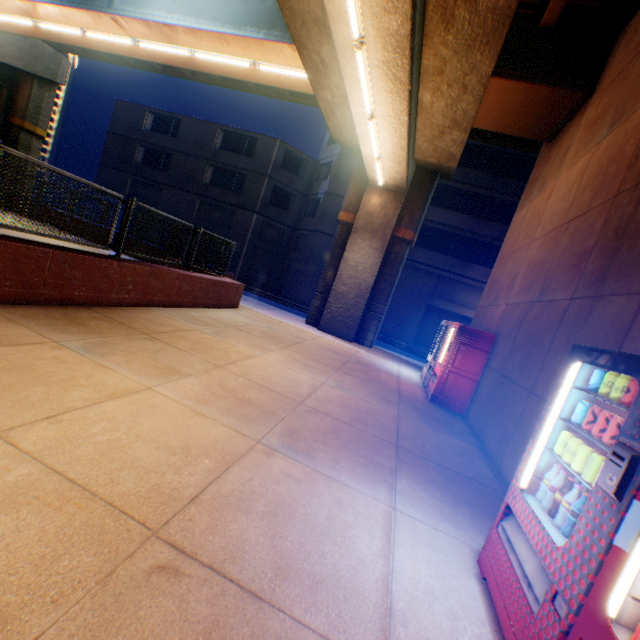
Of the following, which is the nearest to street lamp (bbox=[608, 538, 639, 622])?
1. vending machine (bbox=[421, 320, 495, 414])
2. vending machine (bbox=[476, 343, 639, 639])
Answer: vending machine (bbox=[476, 343, 639, 639])

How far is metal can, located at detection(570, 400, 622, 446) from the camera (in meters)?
2.04

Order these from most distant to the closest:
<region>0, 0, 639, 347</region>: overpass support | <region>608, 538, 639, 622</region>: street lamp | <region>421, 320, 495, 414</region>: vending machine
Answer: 1. <region>421, 320, 495, 414</region>: vending machine
2. <region>0, 0, 639, 347</region>: overpass support
3. <region>608, 538, 639, 622</region>: street lamp

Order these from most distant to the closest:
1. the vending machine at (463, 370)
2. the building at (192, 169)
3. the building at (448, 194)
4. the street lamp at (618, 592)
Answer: the building at (192, 169) < the building at (448, 194) < the vending machine at (463, 370) < the street lamp at (618, 592)

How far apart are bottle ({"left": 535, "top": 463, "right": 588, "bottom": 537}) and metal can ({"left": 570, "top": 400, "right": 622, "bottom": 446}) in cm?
36

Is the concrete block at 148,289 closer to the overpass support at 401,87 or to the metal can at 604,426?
the overpass support at 401,87

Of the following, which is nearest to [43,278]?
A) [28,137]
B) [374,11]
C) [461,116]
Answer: [374,11]

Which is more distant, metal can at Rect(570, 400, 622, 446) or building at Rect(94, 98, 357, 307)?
building at Rect(94, 98, 357, 307)
